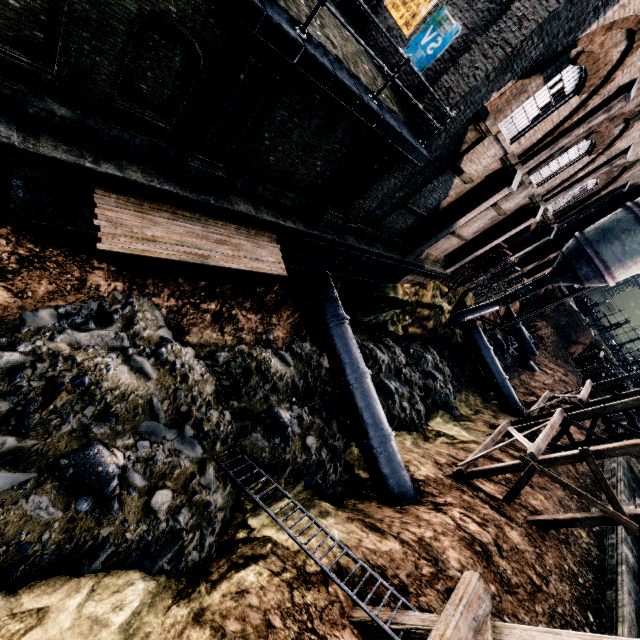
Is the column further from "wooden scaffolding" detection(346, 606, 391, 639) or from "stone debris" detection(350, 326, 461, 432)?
"wooden scaffolding" detection(346, 606, 391, 639)

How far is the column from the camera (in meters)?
11.23

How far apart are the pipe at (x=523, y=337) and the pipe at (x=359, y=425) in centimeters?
3706cm

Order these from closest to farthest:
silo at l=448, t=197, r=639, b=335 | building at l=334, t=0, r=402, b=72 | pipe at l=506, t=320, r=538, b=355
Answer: building at l=334, t=0, r=402, b=72 < silo at l=448, t=197, r=639, b=335 < pipe at l=506, t=320, r=538, b=355

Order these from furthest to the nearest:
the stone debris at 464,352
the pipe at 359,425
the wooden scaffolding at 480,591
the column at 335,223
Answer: the stone debris at 464,352 < the pipe at 359,425 < the column at 335,223 < the wooden scaffolding at 480,591

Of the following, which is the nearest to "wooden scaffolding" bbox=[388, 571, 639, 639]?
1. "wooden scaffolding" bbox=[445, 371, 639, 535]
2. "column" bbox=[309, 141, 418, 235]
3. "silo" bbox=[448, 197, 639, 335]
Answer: "wooden scaffolding" bbox=[445, 371, 639, 535]

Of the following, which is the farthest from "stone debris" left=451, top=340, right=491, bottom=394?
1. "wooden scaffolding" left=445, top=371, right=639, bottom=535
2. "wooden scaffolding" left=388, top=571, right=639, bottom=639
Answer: "wooden scaffolding" left=388, top=571, right=639, bottom=639

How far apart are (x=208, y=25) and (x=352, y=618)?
14.2 meters
